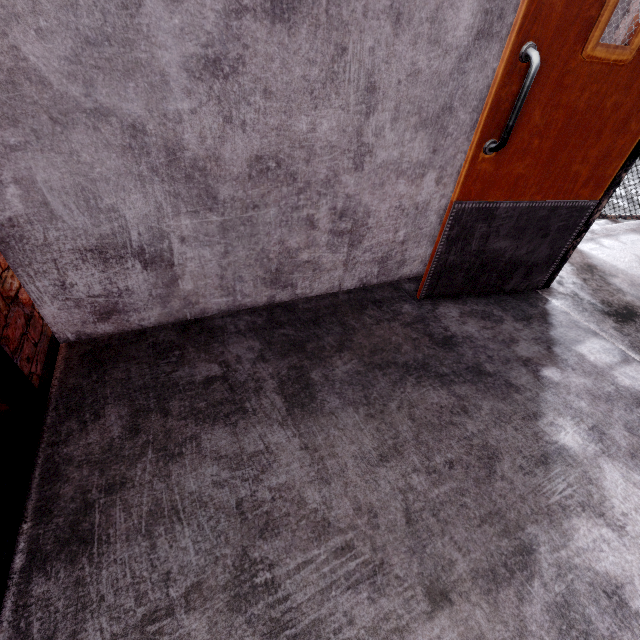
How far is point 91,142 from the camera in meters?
1.2 m

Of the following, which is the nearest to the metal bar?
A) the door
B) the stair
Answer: the door

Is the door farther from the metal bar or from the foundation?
the metal bar

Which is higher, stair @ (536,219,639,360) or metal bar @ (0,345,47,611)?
metal bar @ (0,345,47,611)

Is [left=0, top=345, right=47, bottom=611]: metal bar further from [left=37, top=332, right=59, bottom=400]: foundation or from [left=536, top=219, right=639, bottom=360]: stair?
[left=536, top=219, right=639, bottom=360]: stair

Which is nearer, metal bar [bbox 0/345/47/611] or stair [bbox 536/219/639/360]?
metal bar [bbox 0/345/47/611]

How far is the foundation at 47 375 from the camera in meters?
1.4

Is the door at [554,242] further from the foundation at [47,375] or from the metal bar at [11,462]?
the metal bar at [11,462]
